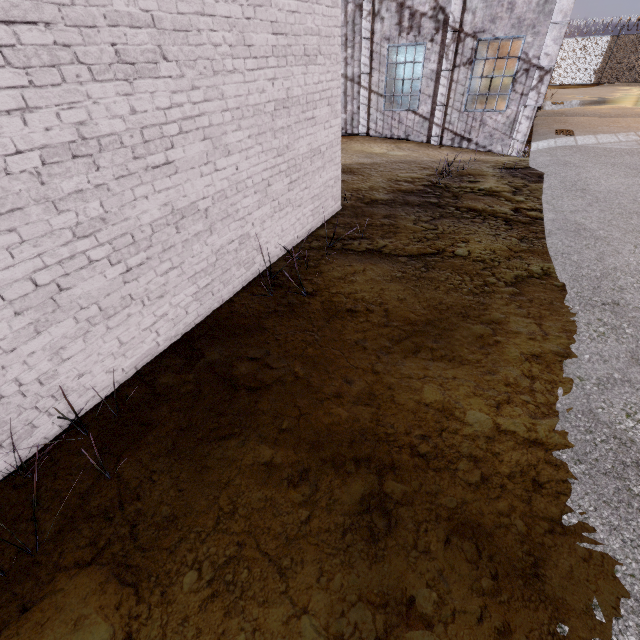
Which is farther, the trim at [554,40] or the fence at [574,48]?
the fence at [574,48]

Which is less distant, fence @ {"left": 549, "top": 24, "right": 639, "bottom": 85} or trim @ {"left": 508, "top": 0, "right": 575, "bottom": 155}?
trim @ {"left": 508, "top": 0, "right": 575, "bottom": 155}

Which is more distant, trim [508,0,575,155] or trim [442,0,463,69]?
trim [442,0,463,69]

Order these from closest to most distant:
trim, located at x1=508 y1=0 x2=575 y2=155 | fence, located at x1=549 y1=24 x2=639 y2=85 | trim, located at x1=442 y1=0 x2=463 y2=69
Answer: trim, located at x1=508 y1=0 x2=575 y2=155 → trim, located at x1=442 y1=0 x2=463 y2=69 → fence, located at x1=549 y1=24 x2=639 y2=85

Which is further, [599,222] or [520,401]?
[599,222]

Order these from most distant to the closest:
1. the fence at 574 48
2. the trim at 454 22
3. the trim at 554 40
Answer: the fence at 574 48 < the trim at 454 22 < the trim at 554 40

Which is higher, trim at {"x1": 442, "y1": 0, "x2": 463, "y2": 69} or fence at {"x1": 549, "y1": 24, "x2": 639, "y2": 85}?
trim at {"x1": 442, "y1": 0, "x2": 463, "y2": 69}
